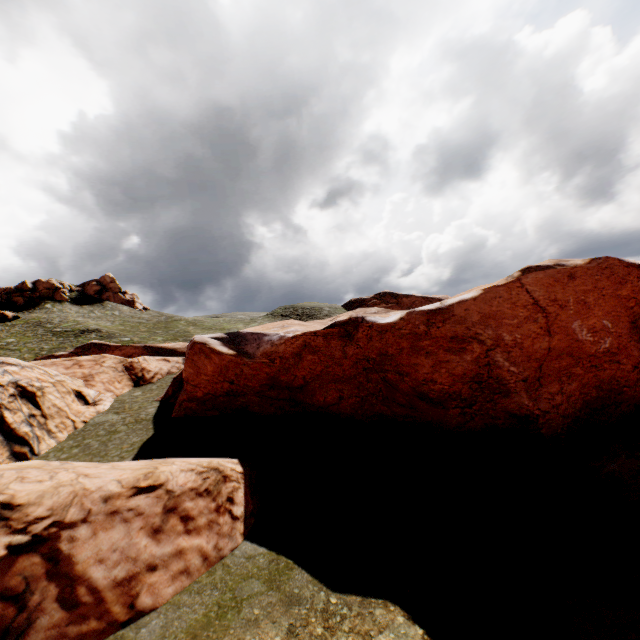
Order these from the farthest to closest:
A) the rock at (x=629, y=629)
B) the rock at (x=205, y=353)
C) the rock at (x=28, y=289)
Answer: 1. the rock at (x=28, y=289)
2. the rock at (x=205, y=353)
3. the rock at (x=629, y=629)

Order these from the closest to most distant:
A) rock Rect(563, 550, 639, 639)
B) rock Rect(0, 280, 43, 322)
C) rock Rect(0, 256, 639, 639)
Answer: rock Rect(563, 550, 639, 639), rock Rect(0, 256, 639, 639), rock Rect(0, 280, 43, 322)

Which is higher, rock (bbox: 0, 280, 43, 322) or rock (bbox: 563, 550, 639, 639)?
rock (bbox: 0, 280, 43, 322)

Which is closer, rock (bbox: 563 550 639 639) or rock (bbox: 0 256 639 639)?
rock (bbox: 563 550 639 639)

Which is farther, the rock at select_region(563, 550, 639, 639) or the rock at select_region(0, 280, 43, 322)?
the rock at select_region(0, 280, 43, 322)

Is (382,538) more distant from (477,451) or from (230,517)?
(477,451)

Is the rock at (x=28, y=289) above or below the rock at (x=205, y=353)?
above
